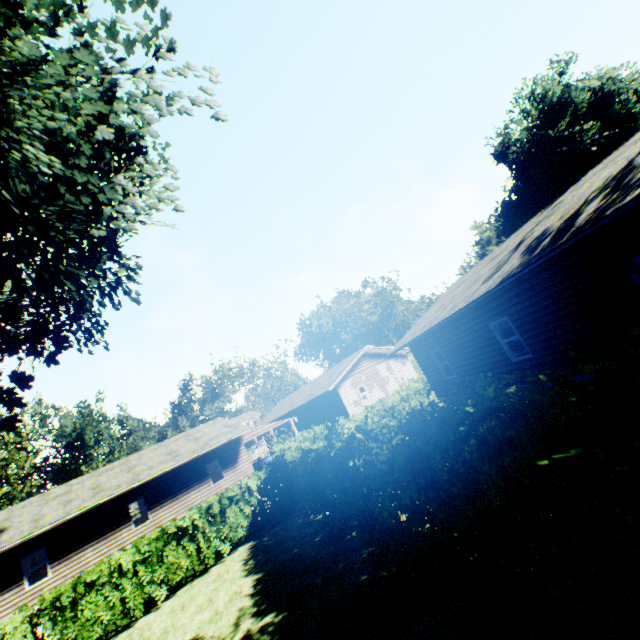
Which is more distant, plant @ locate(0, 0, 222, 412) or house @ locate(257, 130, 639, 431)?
house @ locate(257, 130, 639, 431)

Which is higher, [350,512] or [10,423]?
[10,423]

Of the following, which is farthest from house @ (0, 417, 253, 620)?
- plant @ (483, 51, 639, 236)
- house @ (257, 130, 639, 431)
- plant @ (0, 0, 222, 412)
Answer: plant @ (0, 0, 222, 412)

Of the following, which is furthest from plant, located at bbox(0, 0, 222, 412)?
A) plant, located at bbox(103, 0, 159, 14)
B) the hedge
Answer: the hedge

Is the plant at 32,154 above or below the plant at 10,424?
above

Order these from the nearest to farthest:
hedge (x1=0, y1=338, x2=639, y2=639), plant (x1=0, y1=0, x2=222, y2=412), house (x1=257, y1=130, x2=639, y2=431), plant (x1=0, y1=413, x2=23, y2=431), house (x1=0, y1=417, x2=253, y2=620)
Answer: hedge (x1=0, y1=338, x2=639, y2=639) → plant (x1=0, y1=0, x2=222, y2=412) → house (x1=257, y1=130, x2=639, y2=431) → plant (x1=0, y1=413, x2=23, y2=431) → house (x1=0, y1=417, x2=253, y2=620)

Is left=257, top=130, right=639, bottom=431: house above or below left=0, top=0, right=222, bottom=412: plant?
below

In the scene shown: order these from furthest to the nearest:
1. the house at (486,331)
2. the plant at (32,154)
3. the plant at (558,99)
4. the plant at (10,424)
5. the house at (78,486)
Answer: the plant at (558,99)
the house at (78,486)
the plant at (10,424)
the house at (486,331)
the plant at (32,154)
